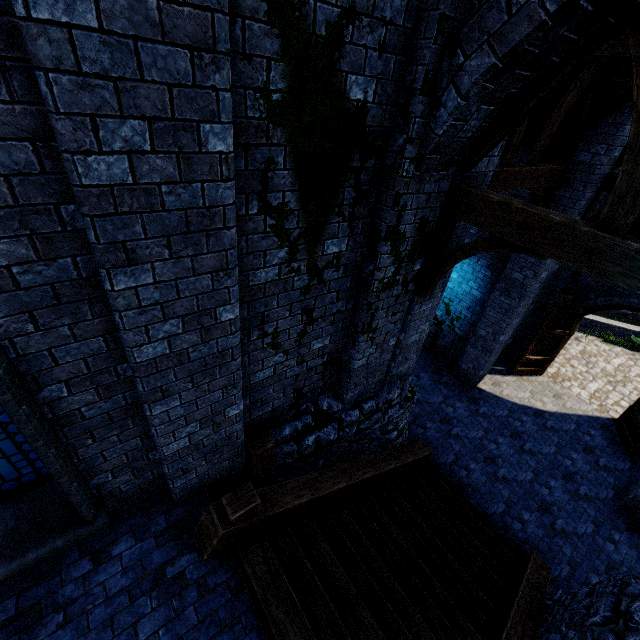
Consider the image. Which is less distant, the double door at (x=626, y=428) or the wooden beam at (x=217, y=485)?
the wooden beam at (x=217, y=485)

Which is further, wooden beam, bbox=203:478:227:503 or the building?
wooden beam, bbox=203:478:227:503

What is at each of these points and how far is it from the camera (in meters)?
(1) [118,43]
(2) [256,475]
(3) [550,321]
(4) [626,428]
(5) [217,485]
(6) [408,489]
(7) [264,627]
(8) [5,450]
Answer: Answer:
(1) building, 1.70
(2) wooden post, 4.83
(3) double door, 10.44
(4) double door, 9.92
(5) wooden beam, 4.55
(6) stairs, 6.65
(7) wooden beam, 3.44
(8) window glass, 3.31

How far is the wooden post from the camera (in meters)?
4.57

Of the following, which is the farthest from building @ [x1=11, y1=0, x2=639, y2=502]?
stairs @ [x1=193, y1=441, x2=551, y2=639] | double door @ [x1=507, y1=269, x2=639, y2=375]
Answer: stairs @ [x1=193, y1=441, x2=551, y2=639]

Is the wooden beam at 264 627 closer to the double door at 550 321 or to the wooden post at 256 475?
the wooden post at 256 475

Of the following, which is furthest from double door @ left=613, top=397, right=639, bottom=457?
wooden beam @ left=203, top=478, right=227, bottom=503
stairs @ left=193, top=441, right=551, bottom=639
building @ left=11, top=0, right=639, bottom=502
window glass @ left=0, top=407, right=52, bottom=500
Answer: window glass @ left=0, top=407, right=52, bottom=500

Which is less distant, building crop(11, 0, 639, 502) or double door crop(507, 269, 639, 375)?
building crop(11, 0, 639, 502)
